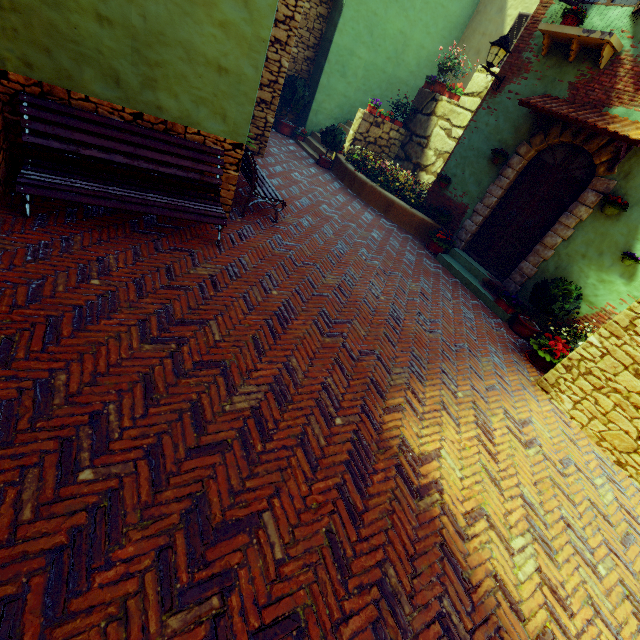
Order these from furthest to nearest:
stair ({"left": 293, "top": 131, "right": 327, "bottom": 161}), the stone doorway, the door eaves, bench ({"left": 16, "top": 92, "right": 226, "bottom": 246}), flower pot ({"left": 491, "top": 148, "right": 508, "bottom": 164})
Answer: stair ({"left": 293, "top": 131, "right": 327, "bottom": 161})
flower pot ({"left": 491, "top": 148, "right": 508, "bottom": 164})
the stone doorway
the door eaves
bench ({"left": 16, "top": 92, "right": 226, "bottom": 246})

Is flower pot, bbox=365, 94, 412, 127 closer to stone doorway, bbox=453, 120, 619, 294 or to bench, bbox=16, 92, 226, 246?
stone doorway, bbox=453, 120, 619, 294

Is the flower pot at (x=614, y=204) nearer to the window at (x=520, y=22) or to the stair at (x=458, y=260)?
the stair at (x=458, y=260)

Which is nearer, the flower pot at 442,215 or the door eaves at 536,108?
the door eaves at 536,108

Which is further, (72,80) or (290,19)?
(290,19)

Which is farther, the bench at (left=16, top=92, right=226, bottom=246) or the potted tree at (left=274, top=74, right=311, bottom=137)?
the potted tree at (left=274, top=74, right=311, bottom=137)

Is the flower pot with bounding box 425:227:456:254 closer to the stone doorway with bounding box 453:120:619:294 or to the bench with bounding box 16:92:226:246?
the stone doorway with bounding box 453:120:619:294

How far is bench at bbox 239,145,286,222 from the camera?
5.29m
